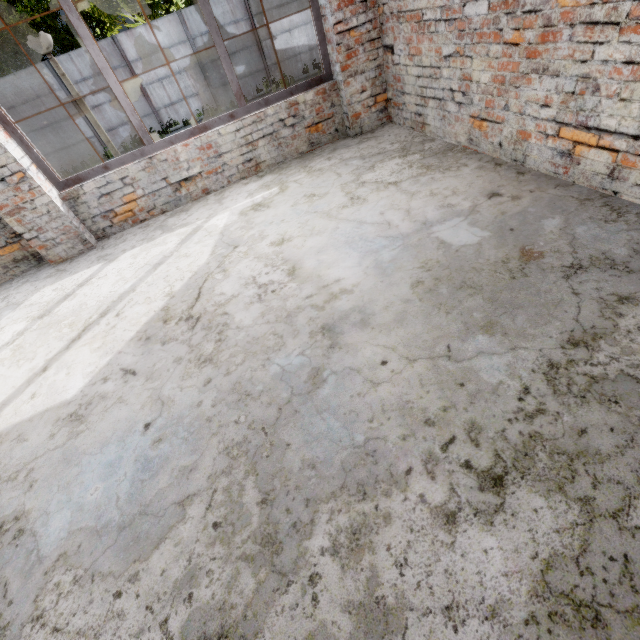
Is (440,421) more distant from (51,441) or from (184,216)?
(184,216)

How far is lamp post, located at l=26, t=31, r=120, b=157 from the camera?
4.3 meters

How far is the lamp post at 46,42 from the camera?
4.28m
